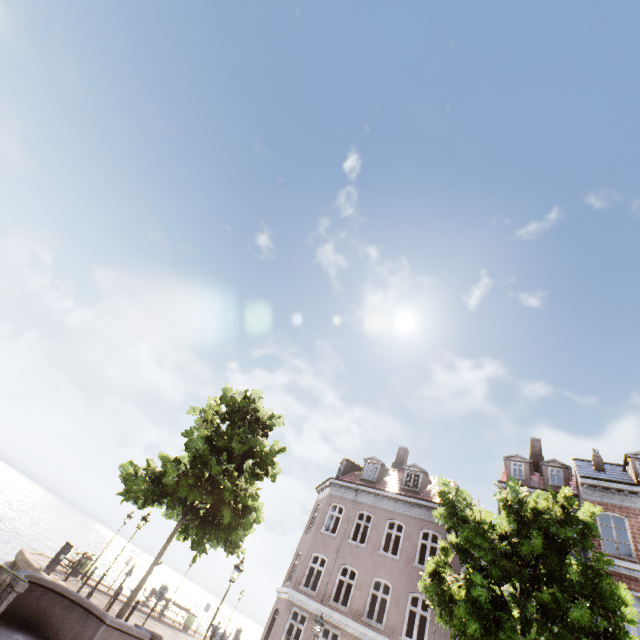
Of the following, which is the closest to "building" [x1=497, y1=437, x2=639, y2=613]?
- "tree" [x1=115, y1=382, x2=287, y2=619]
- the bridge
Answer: "tree" [x1=115, y1=382, x2=287, y2=619]

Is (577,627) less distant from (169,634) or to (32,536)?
(169,634)

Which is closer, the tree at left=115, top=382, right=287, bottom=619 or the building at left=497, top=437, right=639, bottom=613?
the tree at left=115, top=382, right=287, bottom=619

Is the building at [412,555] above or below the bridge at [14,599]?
above

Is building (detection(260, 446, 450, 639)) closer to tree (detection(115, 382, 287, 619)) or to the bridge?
tree (detection(115, 382, 287, 619))
